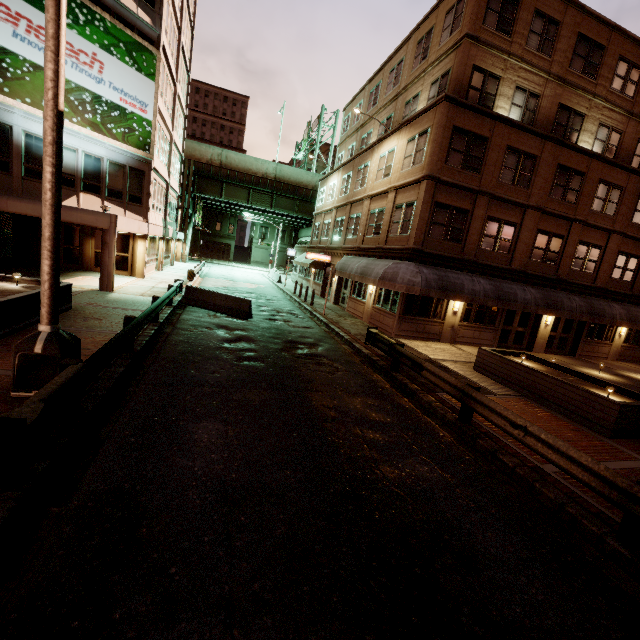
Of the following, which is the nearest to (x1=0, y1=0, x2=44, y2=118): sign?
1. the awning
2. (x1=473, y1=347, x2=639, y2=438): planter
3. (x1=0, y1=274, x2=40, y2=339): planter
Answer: (x1=0, y1=274, x2=40, y2=339): planter

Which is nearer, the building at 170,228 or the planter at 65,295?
the planter at 65,295

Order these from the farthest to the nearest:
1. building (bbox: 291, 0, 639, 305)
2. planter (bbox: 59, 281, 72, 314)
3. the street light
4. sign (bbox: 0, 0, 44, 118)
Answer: building (bbox: 291, 0, 639, 305) → sign (bbox: 0, 0, 44, 118) → planter (bbox: 59, 281, 72, 314) → the street light

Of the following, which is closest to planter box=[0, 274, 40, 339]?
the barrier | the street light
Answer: the street light

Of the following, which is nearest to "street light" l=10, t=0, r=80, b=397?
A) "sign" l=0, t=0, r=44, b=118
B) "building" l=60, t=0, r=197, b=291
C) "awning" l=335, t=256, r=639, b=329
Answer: "building" l=60, t=0, r=197, b=291

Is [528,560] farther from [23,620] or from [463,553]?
[23,620]

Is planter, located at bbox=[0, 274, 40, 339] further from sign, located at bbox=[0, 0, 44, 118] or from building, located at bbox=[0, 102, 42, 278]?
sign, located at bbox=[0, 0, 44, 118]

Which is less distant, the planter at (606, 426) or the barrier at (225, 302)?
the planter at (606, 426)
